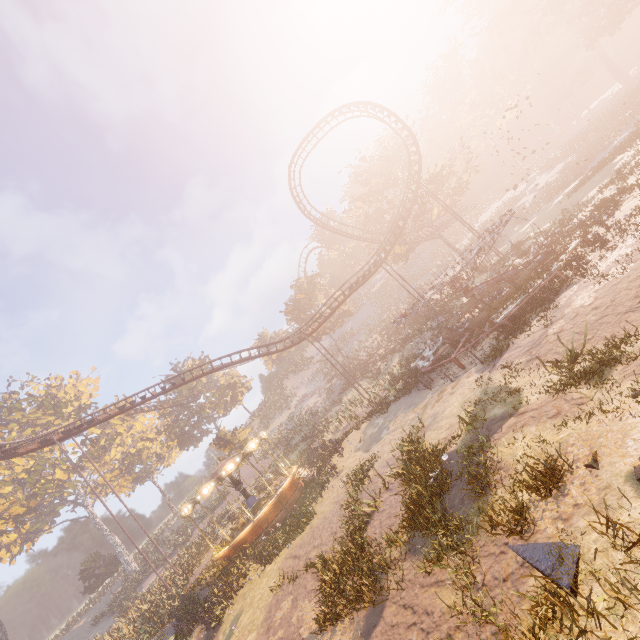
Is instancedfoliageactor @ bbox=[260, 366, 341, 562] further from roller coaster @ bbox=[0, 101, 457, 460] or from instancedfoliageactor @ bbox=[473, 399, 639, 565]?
instancedfoliageactor @ bbox=[473, 399, 639, 565]

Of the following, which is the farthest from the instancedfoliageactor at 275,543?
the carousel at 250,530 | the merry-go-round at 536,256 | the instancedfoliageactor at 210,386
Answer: the merry-go-round at 536,256

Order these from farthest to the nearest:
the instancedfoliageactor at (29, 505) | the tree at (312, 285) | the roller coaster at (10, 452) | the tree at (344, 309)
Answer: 1. the tree at (312, 285)
2. the tree at (344, 309)
3. the roller coaster at (10, 452)
4. the instancedfoliageactor at (29, 505)

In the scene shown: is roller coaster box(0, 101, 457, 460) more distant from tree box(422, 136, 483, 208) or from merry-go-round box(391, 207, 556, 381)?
merry-go-round box(391, 207, 556, 381)

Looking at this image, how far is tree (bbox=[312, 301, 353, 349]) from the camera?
48.91m

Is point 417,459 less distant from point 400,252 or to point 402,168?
point 400,252

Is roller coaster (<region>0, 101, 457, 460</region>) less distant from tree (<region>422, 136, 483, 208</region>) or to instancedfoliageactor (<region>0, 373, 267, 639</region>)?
tree (<region>422, 136, 483, 208</region>)

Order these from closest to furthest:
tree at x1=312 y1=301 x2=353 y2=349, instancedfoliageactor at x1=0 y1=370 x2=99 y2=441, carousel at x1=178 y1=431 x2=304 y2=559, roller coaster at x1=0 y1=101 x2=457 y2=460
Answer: carousel at x1=178 y1=431 x2=304 y2=559 < roller coaster at x1=0 y1=101 x2=457 y2=460 < instancedfoliageactor at x1=0 y1=370 x2=99 y2=441 < tree at x1=312 y1=301 x2=353 y2=349
